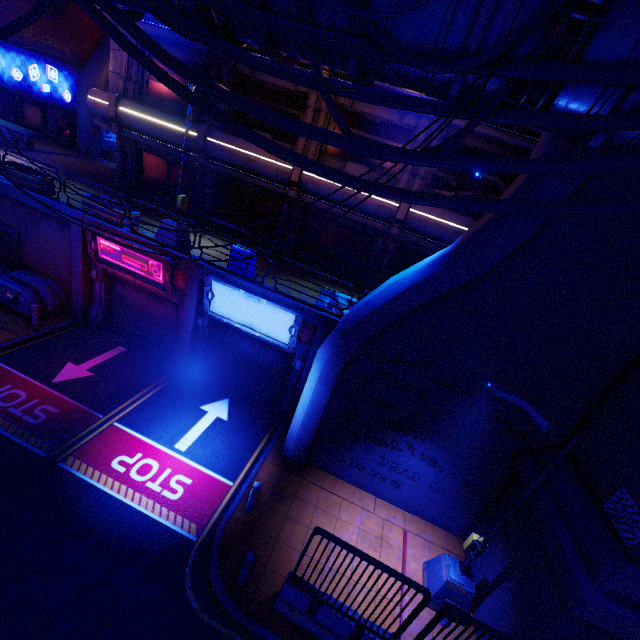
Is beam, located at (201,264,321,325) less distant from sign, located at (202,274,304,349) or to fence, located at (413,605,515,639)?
sign, located at (202,274,304,349)

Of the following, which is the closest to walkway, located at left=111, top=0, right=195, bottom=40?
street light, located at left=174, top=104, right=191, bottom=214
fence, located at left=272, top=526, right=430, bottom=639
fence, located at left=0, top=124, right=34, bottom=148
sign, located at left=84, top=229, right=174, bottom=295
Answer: fence, located at left=0, top=124, right=34, bottom=148

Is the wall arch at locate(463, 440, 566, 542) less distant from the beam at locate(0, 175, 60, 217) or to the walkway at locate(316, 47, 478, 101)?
the walkway at locate(316, 47, 478, 101)

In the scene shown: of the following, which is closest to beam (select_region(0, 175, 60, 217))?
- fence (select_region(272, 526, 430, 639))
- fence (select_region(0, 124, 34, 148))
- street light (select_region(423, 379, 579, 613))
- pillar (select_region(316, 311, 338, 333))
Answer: fence (select_region(0, 124, 34, 148))

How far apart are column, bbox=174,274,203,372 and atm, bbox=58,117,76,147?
24.35m

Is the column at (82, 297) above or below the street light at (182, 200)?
below

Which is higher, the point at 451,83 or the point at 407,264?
the point at 451,83

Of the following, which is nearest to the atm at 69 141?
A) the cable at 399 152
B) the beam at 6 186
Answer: the beam at 6 186
